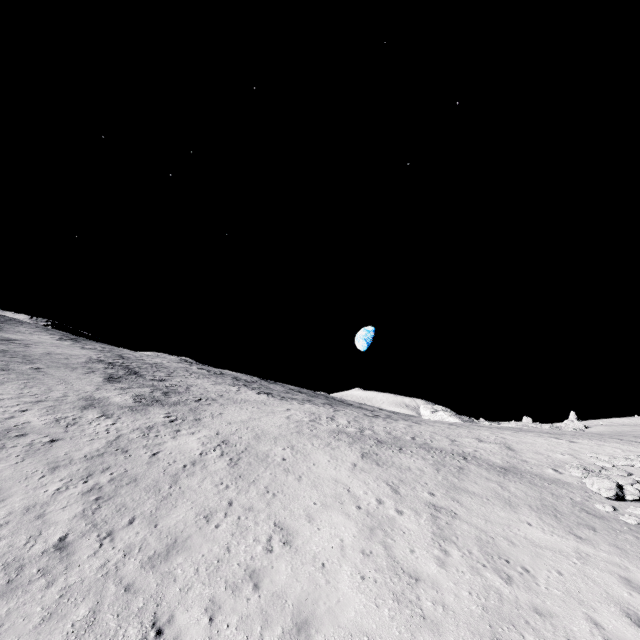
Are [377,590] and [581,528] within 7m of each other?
no
